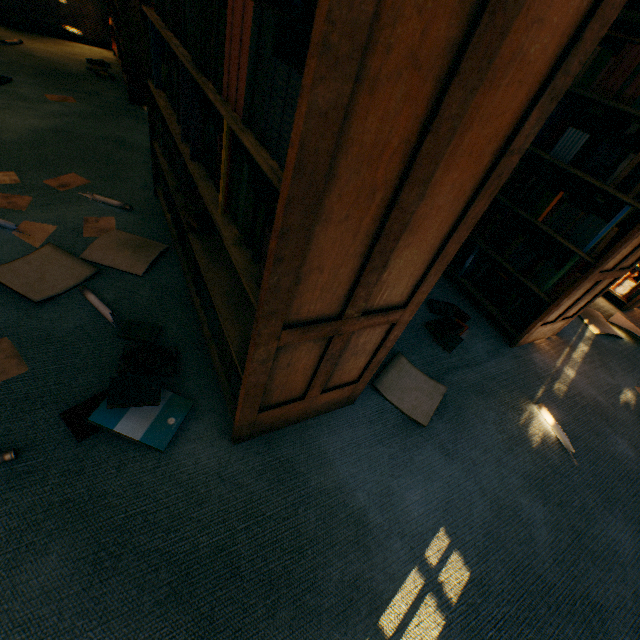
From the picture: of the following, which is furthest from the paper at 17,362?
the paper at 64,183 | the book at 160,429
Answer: the paper at 64,183

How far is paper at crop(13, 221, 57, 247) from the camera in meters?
1.7 m

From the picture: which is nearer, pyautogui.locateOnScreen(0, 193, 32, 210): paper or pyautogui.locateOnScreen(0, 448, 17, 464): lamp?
pyautogui.locateOnScreen(0, 448, 17, 464): lamp

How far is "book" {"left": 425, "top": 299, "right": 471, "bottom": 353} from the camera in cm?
208

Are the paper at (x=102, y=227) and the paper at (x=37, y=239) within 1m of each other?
yes

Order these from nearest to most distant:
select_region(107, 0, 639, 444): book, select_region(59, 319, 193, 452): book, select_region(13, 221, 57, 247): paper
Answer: select_region(107, 0, 639, 444): book
select_region(59, 319, 193, 452): book
select_region(13, 221, 57, 247): paper

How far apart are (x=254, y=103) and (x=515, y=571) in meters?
1.8

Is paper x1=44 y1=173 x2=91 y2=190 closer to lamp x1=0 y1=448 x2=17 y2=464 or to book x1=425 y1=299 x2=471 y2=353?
lamp x1=0 y1=448 x2=17 y2=464
